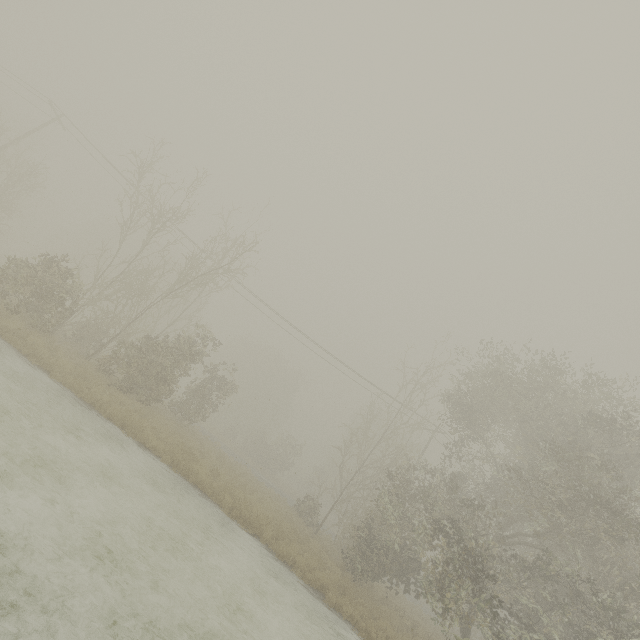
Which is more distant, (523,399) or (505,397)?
(505,397)
